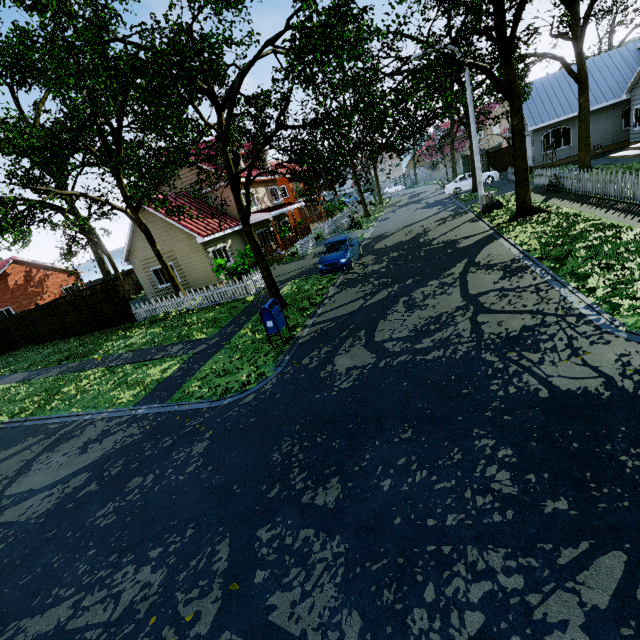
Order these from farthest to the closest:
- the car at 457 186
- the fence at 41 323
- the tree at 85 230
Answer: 1. the car at 457 186
2. the fence at 41 323
3. the tree at 85 230

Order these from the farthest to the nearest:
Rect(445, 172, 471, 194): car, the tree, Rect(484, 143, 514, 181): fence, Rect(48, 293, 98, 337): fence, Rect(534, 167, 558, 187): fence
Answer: Rect(445, 172, 471, 194): car
Rect(484, 143, 514, 181): fence
Rect(48, 293, 98, 337): fence
Rect(534, 167, 558, 187): fence
the tree

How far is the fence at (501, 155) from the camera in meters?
26.3

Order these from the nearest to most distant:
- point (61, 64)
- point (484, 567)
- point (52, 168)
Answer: point (484, 567)
point (61, 64)
point (52, 168)

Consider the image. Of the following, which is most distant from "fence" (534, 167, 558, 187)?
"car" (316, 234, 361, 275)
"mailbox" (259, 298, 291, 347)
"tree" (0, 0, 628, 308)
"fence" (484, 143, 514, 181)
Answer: "mailbox" (259, 298, 291, 347)

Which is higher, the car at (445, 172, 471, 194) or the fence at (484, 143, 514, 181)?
the fence at (484, 143, 514, 181)

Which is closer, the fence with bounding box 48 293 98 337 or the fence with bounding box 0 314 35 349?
the fence with bounding box 48 293 98 337

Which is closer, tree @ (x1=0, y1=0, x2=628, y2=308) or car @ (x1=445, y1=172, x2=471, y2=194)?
tree @ (x1=0, y1=0, x2=628, y2=308)
